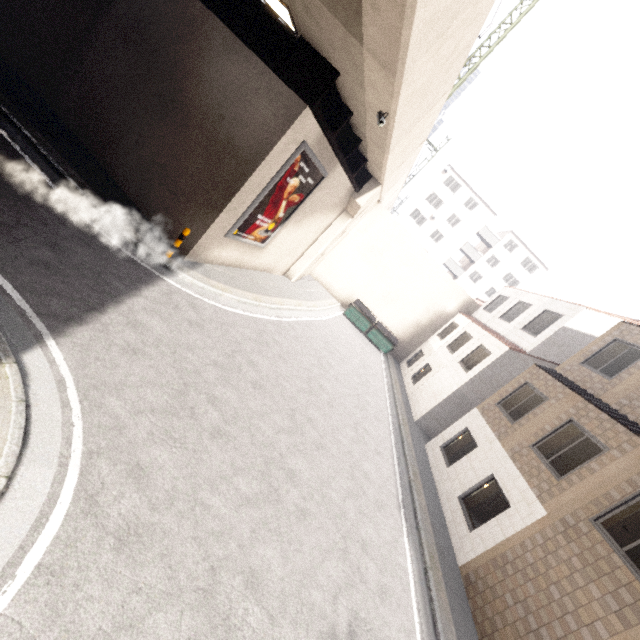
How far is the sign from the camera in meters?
10.4

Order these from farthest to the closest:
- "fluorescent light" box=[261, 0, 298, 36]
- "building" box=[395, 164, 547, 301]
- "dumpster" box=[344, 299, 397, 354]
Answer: "building" box=[395, 164, 547, 301] < "dumpster" box=[344, 299, 397, 354] < "fluorescent light" box=[261, 0, 298, 36]

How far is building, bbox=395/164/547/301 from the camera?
43.9 meters

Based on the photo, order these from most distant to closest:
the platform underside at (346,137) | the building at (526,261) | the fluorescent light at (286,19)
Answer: the building at (526,261) → the platform underside at (346,137) → the fluorescent light at (286,19)

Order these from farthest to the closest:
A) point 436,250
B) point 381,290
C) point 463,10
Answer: point 436,250, point 381,290, point 463,10

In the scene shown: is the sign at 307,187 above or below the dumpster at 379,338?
above

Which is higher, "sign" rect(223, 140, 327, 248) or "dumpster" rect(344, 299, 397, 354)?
"sign" rect(223, 140, 327, 248)

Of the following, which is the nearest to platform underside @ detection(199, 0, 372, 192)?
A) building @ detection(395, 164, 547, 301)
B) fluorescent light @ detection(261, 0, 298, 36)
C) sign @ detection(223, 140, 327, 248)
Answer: fluorescent light @ detection(261, 0, 298, 36)
